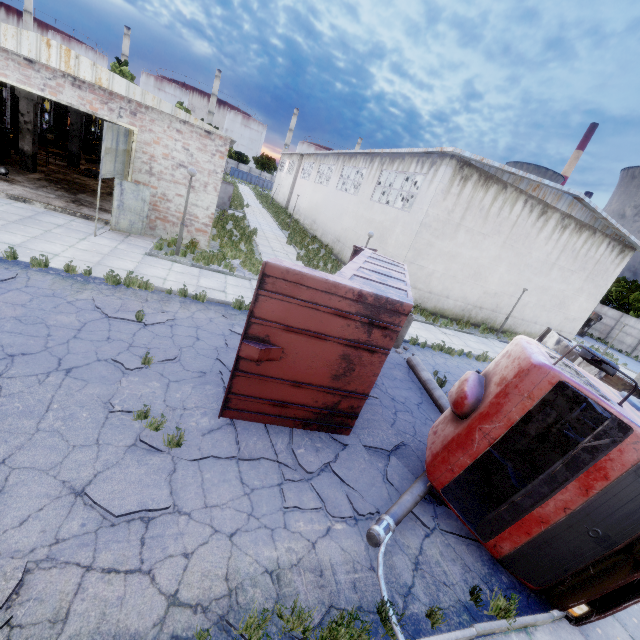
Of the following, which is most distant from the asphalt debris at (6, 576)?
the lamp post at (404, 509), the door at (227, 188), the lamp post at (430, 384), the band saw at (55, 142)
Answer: the band saw at (55, 142)

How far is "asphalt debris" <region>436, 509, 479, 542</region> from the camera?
5.41m

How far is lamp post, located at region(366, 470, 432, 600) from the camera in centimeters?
430cm

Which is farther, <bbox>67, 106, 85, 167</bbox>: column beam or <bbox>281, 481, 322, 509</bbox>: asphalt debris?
<bbox>67, 106, 85, 167</bbox>: column beam

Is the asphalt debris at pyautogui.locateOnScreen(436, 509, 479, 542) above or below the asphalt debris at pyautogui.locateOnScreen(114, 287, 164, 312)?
below

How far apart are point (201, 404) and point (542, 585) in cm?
617

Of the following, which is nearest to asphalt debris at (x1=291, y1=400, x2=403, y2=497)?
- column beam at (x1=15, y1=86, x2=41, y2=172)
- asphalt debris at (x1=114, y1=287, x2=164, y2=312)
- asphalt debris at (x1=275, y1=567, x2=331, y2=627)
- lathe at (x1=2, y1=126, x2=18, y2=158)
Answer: asphalt debris at (x1=275, y1=567, x2=331, y2=627)

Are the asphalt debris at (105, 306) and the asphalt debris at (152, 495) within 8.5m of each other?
yes
